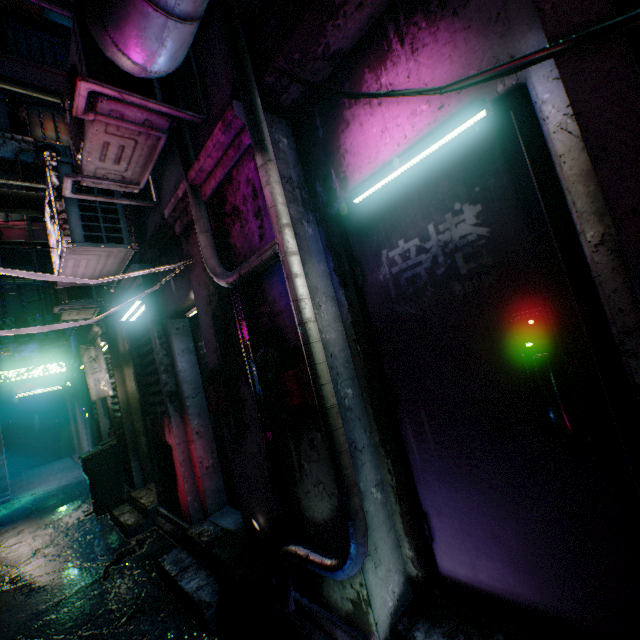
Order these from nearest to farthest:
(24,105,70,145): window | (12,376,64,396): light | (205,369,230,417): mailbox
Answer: (205,369,230,417): mailbox
(12,376,64,396): light
(24,105,70,145): window

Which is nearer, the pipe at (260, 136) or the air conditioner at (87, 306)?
the pipe at (260, 136)

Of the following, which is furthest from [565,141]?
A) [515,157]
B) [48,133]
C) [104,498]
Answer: [48,133]

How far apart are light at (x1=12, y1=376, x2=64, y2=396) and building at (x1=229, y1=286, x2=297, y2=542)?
9.0m

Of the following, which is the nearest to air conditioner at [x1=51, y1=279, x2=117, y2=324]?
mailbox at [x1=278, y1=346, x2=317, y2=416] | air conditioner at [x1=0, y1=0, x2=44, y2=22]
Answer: mailbox at [x1=278, y1=346, x2=317, y2=416]

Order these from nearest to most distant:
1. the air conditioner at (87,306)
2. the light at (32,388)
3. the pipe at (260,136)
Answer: the pipe at (260,136) < the air conditioner at (87,306) < the light at (32,388)

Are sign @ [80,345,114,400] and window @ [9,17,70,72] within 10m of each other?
no

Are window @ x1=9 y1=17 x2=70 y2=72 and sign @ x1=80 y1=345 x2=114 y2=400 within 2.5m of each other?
no
